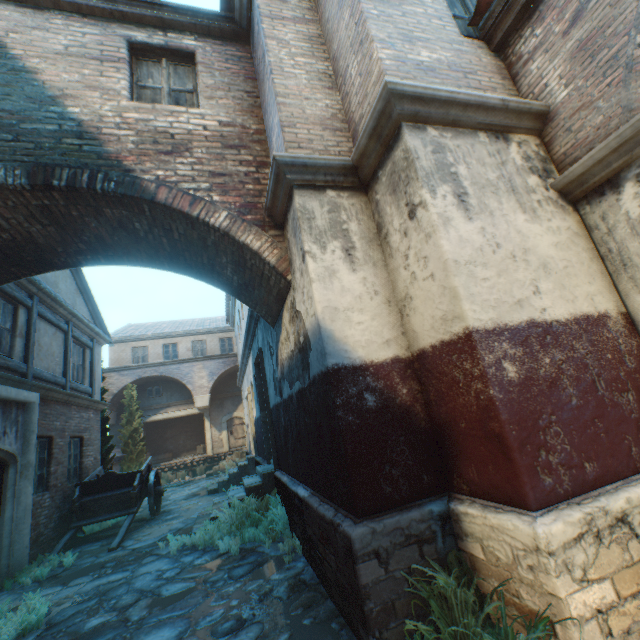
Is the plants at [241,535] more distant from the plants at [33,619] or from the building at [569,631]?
the plants at [33,619]

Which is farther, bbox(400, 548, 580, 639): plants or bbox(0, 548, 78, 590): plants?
bbox(0, 548, 78, 590): plants

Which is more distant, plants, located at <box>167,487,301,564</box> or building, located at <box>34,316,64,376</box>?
building, located at <box>34,316,64,376</box>

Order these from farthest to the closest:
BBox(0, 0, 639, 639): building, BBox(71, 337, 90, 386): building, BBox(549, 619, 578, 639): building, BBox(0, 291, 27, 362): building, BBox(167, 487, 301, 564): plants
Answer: BBox(71, 337, 90, 386): building → BBox(0, 291, 27, 362): building → BBox(167, 487, 301, 564): plants → BBox(0, 0, 639, 639): building → BBox(549, 619, 578, 639): building

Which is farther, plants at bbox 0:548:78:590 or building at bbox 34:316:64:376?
building at bbox 34:316:64:376

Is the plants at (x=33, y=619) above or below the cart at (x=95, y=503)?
below

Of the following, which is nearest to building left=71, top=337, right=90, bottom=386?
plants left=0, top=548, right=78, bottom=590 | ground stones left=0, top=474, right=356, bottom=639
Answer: ground stones left=0, top=474, right=356, bottom=639

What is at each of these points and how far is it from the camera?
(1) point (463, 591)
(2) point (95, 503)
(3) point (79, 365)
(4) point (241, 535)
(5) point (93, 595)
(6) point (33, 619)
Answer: (1) plants, 2.71m
(2) cart, 8.80m
(3) building, 10.80m
(4) plants, 6.10m
(5) ground stones, 4.95m
(6) plants, 4.27m
